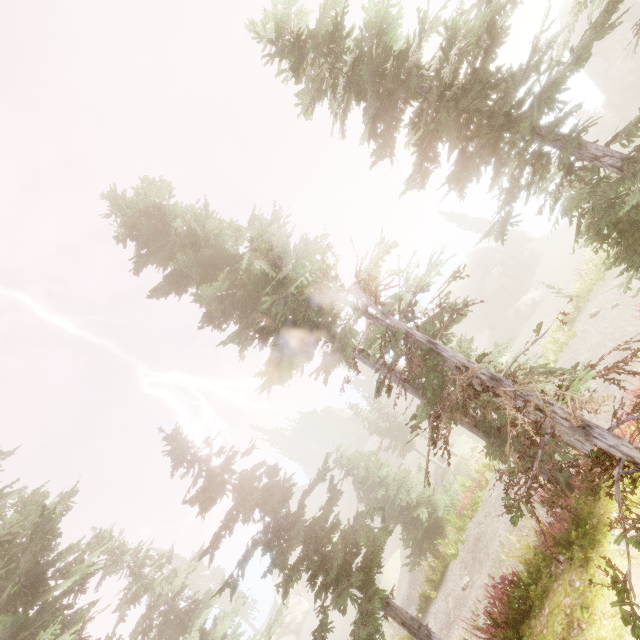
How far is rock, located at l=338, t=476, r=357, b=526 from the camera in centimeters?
5109cm

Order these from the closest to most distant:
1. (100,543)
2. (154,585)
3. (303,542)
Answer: (303,542) < (100,543) < (154,585)

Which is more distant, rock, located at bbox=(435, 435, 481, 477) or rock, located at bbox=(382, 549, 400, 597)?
rock, located at bbox=(382, 549, 400, 597)

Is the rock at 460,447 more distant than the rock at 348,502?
No

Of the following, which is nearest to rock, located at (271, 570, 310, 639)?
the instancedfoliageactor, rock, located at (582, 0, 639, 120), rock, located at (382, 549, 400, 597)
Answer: the instancedfoliageactor

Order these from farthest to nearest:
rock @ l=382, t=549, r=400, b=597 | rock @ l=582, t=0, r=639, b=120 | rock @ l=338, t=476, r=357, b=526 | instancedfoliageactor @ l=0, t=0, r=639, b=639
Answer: rock @ l=338, t=476, r=357, b=526 < rock @ l=382, t=549, r=400, b=597 < rock @ l=582, t=0, r=639, b=120 < instancedfoliageactor @ l=0, t=0, r=639, b=639

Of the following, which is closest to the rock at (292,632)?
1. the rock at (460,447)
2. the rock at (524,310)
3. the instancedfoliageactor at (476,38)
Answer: the instancedfoliageactor at (476,38)

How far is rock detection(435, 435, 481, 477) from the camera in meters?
29.4
